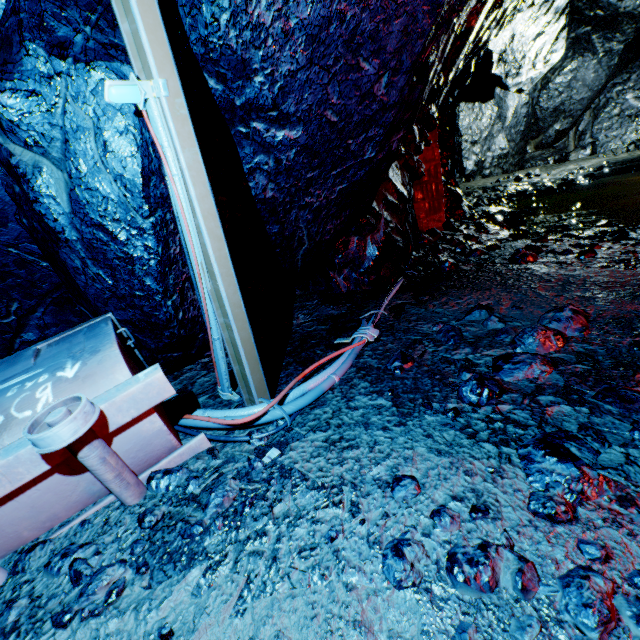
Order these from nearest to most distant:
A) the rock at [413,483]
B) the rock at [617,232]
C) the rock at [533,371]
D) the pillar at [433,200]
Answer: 1. the rock at [413,483]
2. the rock at [533,371]
3. the rock at [617,232]
4. the pillar at [433,200]

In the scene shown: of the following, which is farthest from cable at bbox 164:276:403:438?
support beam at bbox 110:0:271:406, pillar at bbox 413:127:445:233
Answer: pillar at bbox 413:127:445:233

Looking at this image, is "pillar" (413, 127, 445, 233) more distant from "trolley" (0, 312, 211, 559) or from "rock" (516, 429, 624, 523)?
"trolley" (0, 312, 211, 559)

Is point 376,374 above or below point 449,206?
below

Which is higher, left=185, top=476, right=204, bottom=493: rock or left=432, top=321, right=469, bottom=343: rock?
left=432, top=321, right=469, bottom=343: rock

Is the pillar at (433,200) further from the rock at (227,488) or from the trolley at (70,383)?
the trolley at (70,383)

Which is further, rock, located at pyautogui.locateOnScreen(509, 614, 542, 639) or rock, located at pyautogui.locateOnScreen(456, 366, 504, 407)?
rock, located at pyautogui.locateOnScreen(456, 366, 504, 407)
